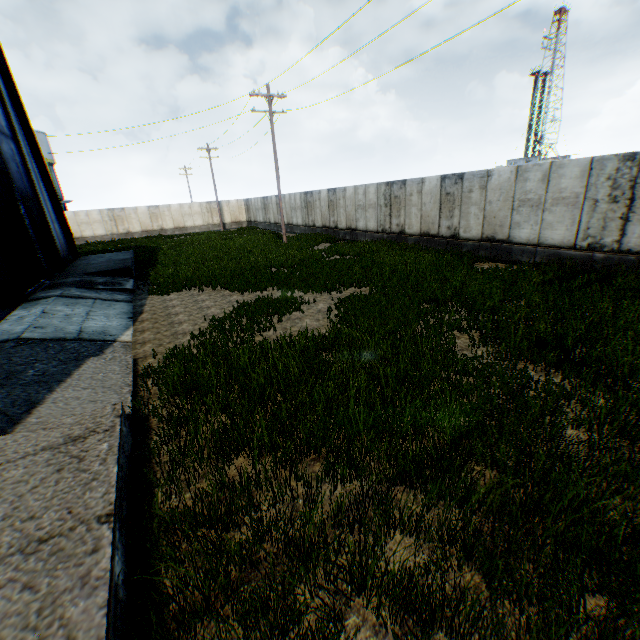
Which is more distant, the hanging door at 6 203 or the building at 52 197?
the building at 52 197

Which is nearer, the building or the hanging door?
the hanging door

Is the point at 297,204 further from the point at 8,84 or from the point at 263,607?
the point at 263,607
